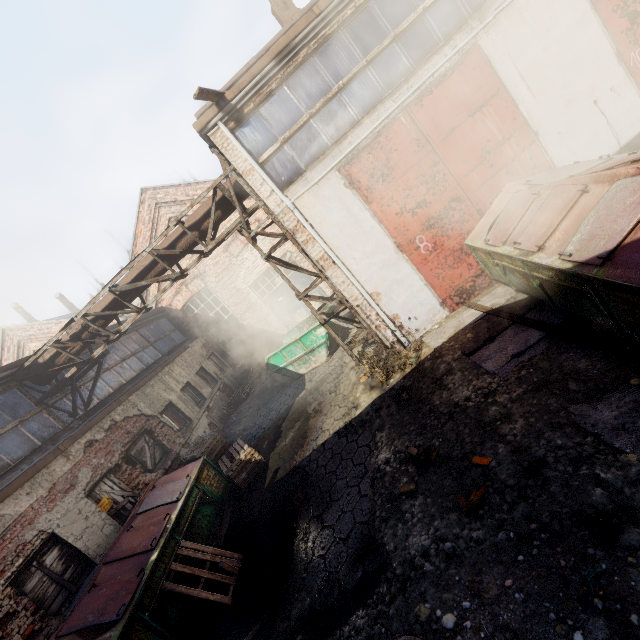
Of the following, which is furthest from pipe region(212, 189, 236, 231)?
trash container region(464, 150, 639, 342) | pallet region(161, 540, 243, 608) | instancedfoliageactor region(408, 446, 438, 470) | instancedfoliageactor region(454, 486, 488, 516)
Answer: instancedfoliageactor region(454, 486, 488, 516)

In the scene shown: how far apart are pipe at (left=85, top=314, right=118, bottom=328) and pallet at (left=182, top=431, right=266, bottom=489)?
4.2m

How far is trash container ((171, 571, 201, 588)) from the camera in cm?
548

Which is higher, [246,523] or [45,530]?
[45,530]

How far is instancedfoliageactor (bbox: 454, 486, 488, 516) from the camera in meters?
3.6 m

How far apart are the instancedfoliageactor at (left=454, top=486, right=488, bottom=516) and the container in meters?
7.5 m

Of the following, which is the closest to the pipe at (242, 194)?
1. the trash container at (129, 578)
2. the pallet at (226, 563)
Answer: the trash container at (129, 578)

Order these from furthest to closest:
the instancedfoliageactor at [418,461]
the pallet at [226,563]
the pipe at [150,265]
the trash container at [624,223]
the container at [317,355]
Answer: the container at [317,355], the pipe at [150,265], the pallet at [226,563], the instancedfoliageactor at [418,461], the trash container at [624,223]
